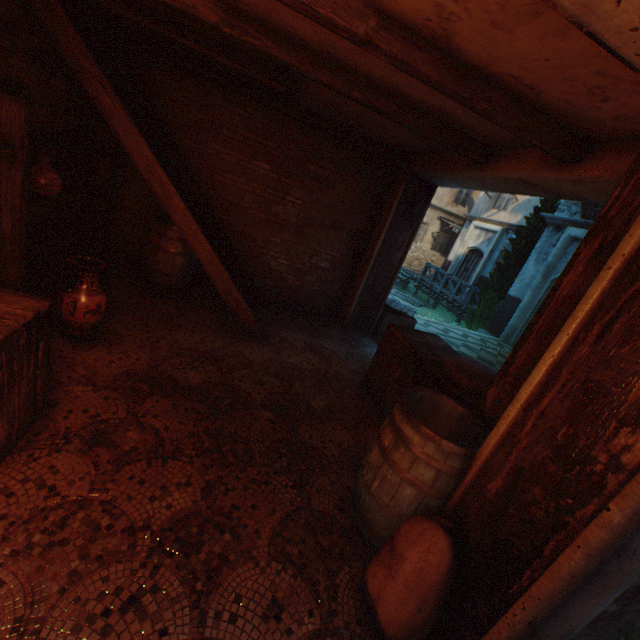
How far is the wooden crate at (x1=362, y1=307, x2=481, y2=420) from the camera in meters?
3.0 m

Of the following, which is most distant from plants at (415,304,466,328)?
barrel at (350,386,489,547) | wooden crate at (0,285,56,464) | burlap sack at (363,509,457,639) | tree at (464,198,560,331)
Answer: wooden crate at (0,285,56,464)

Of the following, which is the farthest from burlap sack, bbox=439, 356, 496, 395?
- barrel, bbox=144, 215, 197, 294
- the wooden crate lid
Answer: barrel, bbox=144, 215, 197, 294

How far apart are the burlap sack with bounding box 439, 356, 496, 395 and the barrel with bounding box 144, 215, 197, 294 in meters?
3.6

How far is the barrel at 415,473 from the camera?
1.92m

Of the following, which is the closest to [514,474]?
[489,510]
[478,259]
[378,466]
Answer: [489,510]

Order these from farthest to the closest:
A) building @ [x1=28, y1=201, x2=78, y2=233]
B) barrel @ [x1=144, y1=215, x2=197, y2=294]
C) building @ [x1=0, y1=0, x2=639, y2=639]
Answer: barrel @ [x1=144, y1=215, x2=197, y2=294] < building @ [x1=28, y1=201, x2=78, y2=233] < building @ [x1=0, y1=0, x2=639, y2=639]

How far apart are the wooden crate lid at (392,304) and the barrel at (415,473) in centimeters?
390cm
